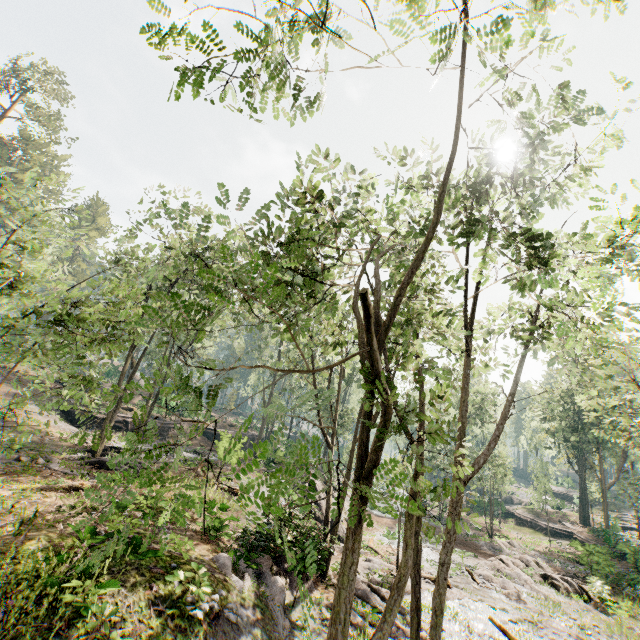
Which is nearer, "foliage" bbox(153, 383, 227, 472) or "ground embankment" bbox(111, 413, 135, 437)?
"foliage" bbox(153, 383, 227, 472)

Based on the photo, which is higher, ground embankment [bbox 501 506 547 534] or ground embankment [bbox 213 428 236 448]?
ground embankment [bbox 213 428 236 448]

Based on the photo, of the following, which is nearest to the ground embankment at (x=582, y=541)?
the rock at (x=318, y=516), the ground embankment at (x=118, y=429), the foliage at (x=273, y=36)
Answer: the foliage at (x=273, y=36)

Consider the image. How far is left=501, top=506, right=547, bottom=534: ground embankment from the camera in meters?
40.3

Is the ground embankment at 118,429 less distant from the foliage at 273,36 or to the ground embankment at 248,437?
the ground embankment at 248,437

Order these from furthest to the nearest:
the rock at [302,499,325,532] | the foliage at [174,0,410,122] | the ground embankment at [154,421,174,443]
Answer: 1. the ground embankment at [154,421,174,443]
2. the rock at [302,499,325,532]
3. the foliage at [174,0,410,122]

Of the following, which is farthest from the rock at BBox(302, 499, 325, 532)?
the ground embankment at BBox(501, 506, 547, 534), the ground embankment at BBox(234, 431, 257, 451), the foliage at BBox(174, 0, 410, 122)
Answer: the ground embankment at BBox(501, 506, 547, 534)

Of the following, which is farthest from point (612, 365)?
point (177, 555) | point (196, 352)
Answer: point (196, 352)
